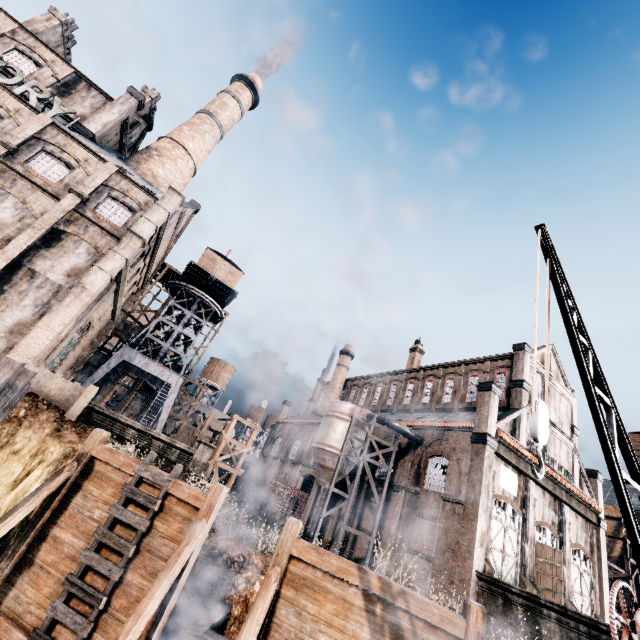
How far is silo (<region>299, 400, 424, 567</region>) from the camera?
26.4 meters

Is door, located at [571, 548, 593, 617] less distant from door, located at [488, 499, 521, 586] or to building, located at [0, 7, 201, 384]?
building, located at [0, 7, 201, 384]

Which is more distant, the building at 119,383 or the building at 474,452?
the building at 119,383

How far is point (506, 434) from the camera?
26.3m

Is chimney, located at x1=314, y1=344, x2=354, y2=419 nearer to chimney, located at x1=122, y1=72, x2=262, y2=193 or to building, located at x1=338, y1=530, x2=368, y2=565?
building, located at x1=338, y1=530, x2=368, y2=565

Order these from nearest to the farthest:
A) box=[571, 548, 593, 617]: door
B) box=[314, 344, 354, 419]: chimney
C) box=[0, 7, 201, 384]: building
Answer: box=[0, 7, 201, 384]: building, box=[571, 548, 593, 617]: door, box=[314, 344, 354, 419]: chimney

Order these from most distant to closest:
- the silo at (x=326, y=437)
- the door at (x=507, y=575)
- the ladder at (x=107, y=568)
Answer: the silo at (x=326, y=437) < the door at (x=507, y=575) < the ladder at (x=107, y=568)

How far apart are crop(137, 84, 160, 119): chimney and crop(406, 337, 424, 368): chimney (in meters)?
43.47
